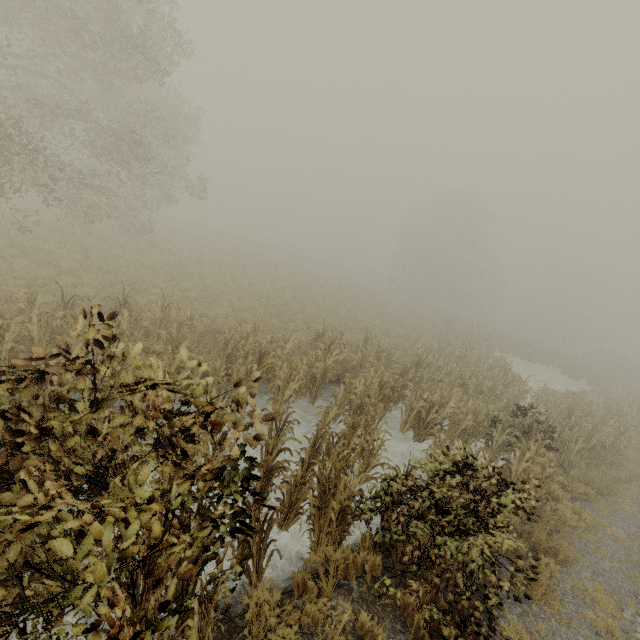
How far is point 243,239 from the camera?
50.7 meters

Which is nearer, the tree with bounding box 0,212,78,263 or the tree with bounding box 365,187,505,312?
the tree with bounding box 0,212,78,263

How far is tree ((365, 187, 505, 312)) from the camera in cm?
4478

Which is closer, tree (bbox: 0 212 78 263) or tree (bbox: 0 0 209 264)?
tree (bbox: 0 0 209 264)

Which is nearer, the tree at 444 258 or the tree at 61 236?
the tree at 61 236

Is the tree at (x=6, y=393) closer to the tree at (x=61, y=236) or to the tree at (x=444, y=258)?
the tree at (x=61, y=236)

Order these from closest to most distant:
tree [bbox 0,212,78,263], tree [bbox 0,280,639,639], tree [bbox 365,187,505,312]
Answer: tree [bbox 0,280,639,639] < tree [bbox 0,212,78,263] < tree [bbox 365,187,505,312]

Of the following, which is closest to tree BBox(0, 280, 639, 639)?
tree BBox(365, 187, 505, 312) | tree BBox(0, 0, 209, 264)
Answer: tree BBox(0, 0, 209, 264)
